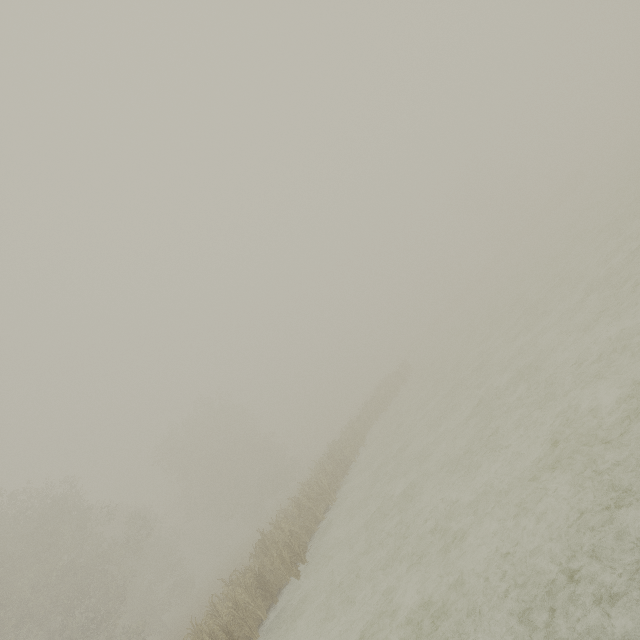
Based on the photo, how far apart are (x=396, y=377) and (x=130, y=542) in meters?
36.1 m
